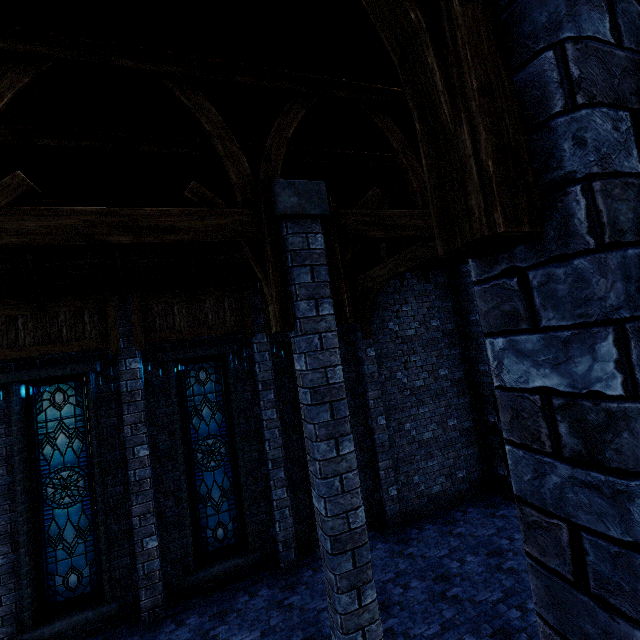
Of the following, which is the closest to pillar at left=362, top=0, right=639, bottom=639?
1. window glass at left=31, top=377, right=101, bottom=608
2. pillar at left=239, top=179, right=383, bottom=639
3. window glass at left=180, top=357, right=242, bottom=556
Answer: pillar at left=239, top=179, right=383, bottom=639

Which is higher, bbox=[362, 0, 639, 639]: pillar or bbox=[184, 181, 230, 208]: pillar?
bbox=[184, 181, 230, 208]: pillar

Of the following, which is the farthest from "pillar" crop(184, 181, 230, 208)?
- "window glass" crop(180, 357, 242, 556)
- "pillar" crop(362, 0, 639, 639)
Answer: "window glass" crop(180, 357, 242, 556)

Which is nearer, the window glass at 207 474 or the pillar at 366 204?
the pillar at 366 204

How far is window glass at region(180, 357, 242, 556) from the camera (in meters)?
7.80

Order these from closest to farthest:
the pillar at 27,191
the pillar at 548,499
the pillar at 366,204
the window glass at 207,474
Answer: the pillar at 548,499 → the pillar at 27,191 → the pillar at 366,204 → the window glass at 207,474

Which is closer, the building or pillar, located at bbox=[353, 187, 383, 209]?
the building

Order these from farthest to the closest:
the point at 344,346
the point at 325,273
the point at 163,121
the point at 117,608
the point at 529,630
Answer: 1. the point at 344,346
2. the point at 117,608
3. the point at 529,630
4. the point at 163,121
5. the point at 325,273
